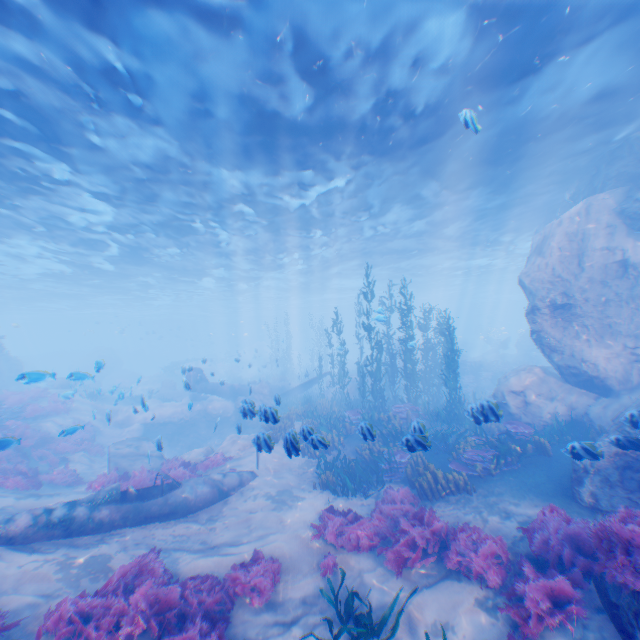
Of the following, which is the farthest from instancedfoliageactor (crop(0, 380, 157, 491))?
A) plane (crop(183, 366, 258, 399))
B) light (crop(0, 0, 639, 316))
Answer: light (crop(0, 0, 639, 316))

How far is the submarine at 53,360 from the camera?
7.90m

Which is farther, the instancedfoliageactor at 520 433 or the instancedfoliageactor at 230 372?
the instancedfoliageactor at 230 372

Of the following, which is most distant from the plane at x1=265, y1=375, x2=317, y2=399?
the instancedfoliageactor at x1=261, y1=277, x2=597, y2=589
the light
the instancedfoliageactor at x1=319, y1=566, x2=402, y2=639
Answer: the light

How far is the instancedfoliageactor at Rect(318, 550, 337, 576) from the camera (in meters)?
6.82

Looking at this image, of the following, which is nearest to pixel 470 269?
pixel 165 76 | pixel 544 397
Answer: pixel 544 397

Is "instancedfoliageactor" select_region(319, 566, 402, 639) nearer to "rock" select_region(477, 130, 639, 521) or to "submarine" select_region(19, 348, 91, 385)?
"rock" select_region(477, 130, 639, 521)
